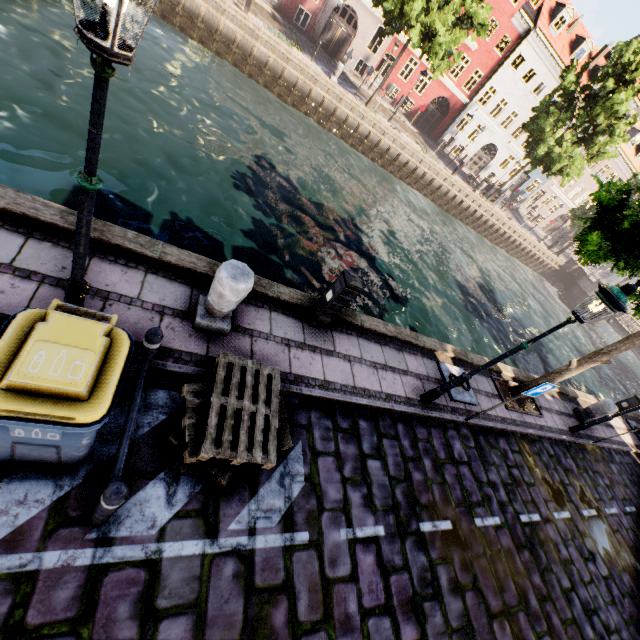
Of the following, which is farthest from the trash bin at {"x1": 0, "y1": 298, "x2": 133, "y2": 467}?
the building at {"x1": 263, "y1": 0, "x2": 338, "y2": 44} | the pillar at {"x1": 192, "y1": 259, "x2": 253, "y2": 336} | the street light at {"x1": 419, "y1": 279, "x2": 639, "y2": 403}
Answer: the building at {"x1": 263, "y1": 0, "x2": 338, "y2": 44}

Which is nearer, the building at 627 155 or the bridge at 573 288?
the bridge at 573 288

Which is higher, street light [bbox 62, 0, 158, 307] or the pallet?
A: street light [bbox 62, 0, 158, 307]

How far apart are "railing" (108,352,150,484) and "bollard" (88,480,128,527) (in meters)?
0.06

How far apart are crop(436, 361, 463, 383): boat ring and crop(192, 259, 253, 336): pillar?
5.26m

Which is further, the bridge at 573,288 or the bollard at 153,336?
the bridge at 573,288

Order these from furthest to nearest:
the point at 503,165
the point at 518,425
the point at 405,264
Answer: the point at 503,165, the point at 405,264, the point at 518,425

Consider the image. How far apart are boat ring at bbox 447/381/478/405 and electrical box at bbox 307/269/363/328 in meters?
3.5
